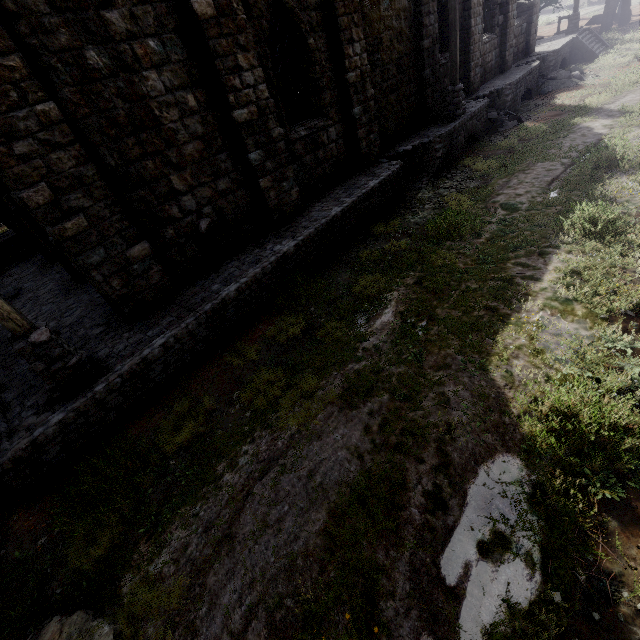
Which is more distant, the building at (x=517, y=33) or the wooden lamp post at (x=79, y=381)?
the building at (x=517, y=33)

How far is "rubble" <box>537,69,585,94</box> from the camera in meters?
19.2 m

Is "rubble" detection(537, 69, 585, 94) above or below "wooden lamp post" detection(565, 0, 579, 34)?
below

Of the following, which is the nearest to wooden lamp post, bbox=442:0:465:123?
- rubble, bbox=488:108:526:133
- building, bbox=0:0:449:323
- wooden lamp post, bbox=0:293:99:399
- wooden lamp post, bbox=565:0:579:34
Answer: building, bbox=0:0:449:323

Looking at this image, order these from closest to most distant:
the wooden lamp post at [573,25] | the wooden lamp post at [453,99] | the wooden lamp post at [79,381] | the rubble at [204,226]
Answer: the wooden lamp post at [79,381]
the rubble at [204,226]
the wooden lamp post at [453,99]
the wooden lamp post at [573,25]

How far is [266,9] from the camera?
8.02m

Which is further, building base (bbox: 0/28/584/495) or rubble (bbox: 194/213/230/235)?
rubble (bbox: 194/213/230/235)

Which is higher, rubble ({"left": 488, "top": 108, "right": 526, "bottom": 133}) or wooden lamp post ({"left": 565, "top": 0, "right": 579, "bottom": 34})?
wooden lamp post ({"left": 565, "top": 0, "right": 579, "bottom": 34})
